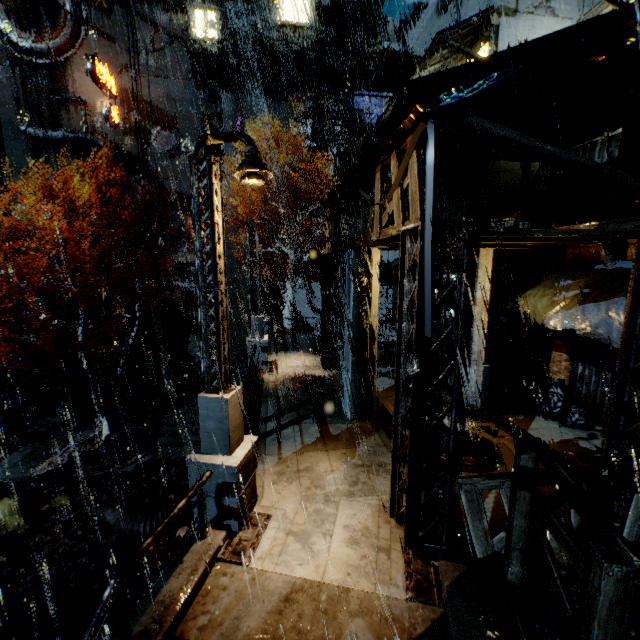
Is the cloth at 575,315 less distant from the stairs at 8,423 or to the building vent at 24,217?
the stairs at 8,423

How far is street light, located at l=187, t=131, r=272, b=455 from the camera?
5.6m

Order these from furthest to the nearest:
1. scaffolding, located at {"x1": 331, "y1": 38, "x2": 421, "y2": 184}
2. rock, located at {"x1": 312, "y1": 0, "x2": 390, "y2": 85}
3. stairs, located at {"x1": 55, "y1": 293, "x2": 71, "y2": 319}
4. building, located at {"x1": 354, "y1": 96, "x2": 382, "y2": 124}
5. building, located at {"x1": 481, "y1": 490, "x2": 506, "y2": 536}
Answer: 1. rock, located at {"x1": 312, "y1": 0, "x2": 390, "y2": 85}
2. building, located at {"x1": 354, "y1": 96, "x2": 382, "y2": 124}
3. stairs, located at {"x1": 55, "y1": 293, "x2": 71, "y2": 319}
4. scaffolding, located at {"x1": 331, "y1": 38, "x2": 421, "y2": 184}
5. building, located at {"x1": 481, "y1": 490, "x2": 506, "y2": 536}

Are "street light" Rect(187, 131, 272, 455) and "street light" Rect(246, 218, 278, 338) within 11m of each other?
yes

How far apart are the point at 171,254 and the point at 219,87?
17.7 meters

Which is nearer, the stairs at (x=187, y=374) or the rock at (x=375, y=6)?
the stairs at (x=187, y=374)

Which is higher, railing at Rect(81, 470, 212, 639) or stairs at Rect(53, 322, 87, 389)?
railing at Rect(81, 470, 212, 639)

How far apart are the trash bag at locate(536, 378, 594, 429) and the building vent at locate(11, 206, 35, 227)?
43.92m
